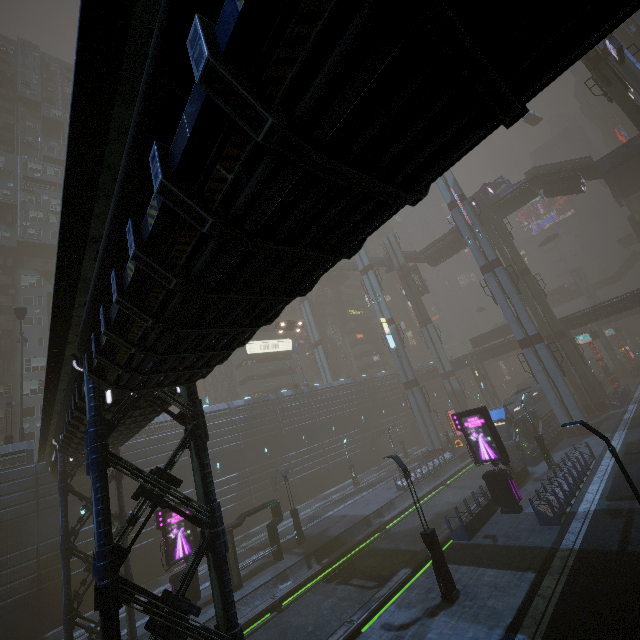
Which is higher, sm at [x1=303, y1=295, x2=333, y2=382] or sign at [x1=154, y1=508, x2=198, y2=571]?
sm at [x1=303, y1=295, x2=333, y2=382]

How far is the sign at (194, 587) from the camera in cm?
1914

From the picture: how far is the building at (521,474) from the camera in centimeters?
2300cm

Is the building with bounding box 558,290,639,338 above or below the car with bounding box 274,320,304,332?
below

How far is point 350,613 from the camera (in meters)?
16.08

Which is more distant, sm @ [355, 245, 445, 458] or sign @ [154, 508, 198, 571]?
sm @ [355, 245, 445, 458]

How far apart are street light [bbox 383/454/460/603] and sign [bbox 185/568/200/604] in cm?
1418

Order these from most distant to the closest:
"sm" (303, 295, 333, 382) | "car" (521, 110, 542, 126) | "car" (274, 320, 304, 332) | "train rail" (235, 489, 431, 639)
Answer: "sm" (303, 295, 333, 382)
"car" (521, 110, 542, 126)
"car" (274, 320, 304, 332)
"train rail" (235, 489, 431, 639)
